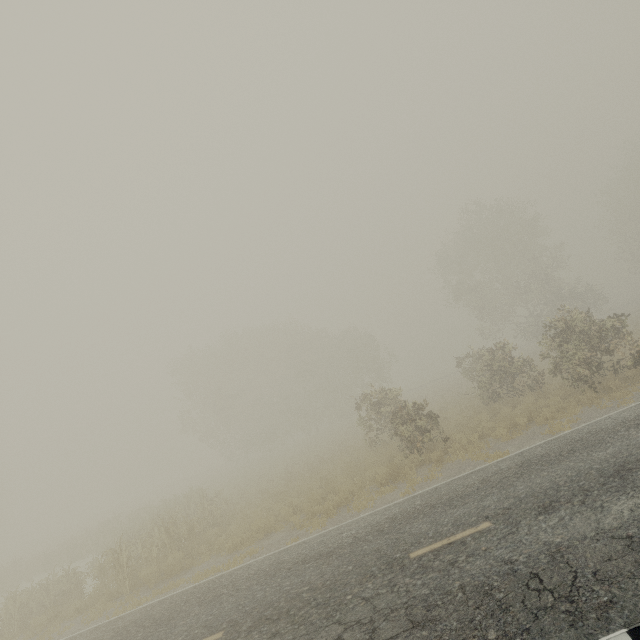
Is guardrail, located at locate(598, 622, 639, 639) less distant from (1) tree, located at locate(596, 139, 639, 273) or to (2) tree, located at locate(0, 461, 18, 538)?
(2) tree, located at locate(0, 461, 18, 538)

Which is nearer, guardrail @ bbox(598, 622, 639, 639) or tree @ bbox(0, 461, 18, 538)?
guardrail @ bbox(598, 622, 639, 639)

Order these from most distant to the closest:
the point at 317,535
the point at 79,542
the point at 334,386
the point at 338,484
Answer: the point at 334,386
the point at 79,542
the point at 338,484
the point at 317,535

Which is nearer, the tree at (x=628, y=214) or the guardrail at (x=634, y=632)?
the guardrail at (x=634, y=632)

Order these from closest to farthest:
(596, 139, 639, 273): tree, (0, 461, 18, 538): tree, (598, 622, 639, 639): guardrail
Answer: (598, 622, 639, 639): guardrail
(596, 139, 639, 273): tree
(0, 461, 18, 538): tree

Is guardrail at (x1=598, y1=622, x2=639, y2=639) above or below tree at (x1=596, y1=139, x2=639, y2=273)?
below

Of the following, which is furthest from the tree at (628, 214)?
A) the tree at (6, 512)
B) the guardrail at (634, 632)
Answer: the tree at (6, 512)
